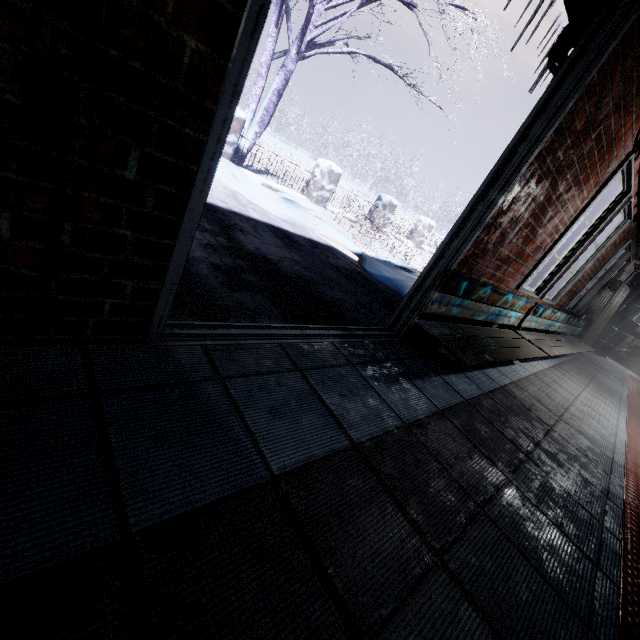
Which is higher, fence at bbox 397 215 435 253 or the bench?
fence at bbox 397 215 435 253

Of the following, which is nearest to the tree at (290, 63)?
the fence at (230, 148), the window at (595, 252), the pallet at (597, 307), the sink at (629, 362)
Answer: the fence at (230, 148)

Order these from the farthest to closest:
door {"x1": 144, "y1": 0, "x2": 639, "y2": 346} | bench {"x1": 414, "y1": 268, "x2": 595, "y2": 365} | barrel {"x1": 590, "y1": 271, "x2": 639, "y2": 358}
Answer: barrel {"x1": 590, "y1": 271, "x2": 639, "y2": 358} → bench {"x1": 414, "y1": 268, "x2": 595, "y2": 365} → door {"x1": 144, "y1": 0, "x2": 639, "y2": 346}

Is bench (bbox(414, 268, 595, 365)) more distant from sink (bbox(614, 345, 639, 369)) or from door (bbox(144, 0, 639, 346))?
sink (bbox(614, 345, 639, 369))

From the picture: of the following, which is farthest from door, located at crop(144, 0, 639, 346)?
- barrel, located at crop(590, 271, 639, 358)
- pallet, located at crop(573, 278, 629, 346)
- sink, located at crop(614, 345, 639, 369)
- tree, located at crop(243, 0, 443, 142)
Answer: sink, located at crop(614, 345, 639, 369)

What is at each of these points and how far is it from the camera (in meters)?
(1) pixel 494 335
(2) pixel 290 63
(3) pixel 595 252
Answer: (1) bench, 2.67
(2) tree, 5.40
(3) window, 4.11

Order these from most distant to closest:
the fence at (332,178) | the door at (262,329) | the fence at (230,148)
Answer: the fence at (332,178) < the fence at (230,148) < the door at (262,329)

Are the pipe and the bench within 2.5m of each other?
yes
